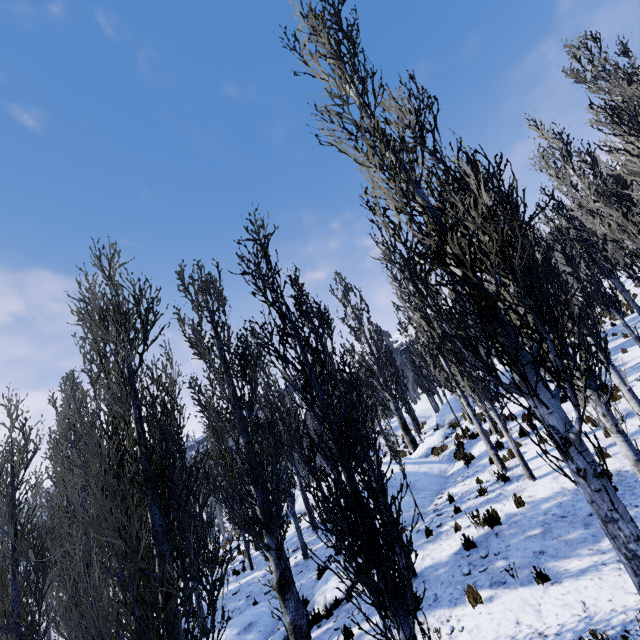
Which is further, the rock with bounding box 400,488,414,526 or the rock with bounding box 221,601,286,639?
the rock with bounding box 400,488,414,526

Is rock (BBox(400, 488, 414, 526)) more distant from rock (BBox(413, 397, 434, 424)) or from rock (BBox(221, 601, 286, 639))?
rock (BBox(413, 397, 434, 424))

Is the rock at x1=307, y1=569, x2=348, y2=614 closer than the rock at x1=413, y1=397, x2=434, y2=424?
Yes

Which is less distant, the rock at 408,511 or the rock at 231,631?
the rock at 231,631

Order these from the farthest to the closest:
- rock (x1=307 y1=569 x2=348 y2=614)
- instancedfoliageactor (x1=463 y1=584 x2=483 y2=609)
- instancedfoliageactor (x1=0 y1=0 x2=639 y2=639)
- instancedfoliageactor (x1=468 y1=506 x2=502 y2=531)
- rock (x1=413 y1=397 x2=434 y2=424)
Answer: rock (x1=413 y1=397 x2=434 y2=424), rock (x1=307 y1=569 x2=348 y2=614), instancedfoliageactor (x1=468 y1=506 x2=502 y2=531), instancedfoliageactor (x1=463 y1=584 x2=483 y2=609), instancedfoliageactor (x1=0 y1=0 x2=639 y2=639)

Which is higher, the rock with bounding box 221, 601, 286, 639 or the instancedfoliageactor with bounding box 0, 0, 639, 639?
the instancedfoliageactor with bounding box 0, 0, 639, 639

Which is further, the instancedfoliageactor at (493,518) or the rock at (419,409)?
the rock at (419,409)

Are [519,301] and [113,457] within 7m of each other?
yes
